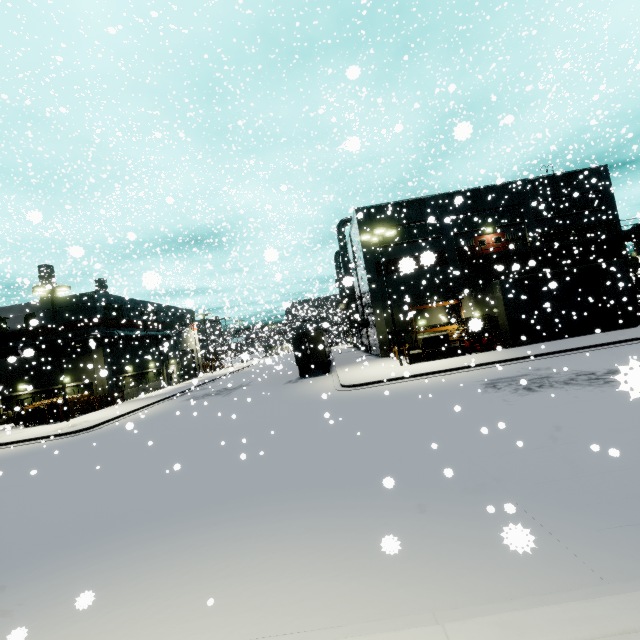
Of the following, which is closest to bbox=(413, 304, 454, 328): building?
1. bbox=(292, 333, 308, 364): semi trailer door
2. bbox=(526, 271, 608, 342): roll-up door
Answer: bbox=(526, 271, 608, 342): roll-up door

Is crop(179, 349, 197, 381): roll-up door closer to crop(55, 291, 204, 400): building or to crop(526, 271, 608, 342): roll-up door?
crop(55, 291, 204, 400): building

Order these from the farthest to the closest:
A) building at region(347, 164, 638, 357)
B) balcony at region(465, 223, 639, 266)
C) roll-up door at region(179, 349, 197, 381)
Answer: roll-up door at region(179, 349, 197, 381) → balcony at region(465, 223, 639, 266) → building at region(347, 164, 638, 357)

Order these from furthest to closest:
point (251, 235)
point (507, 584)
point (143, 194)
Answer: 1. point (251, 235)
2. point (143, 194)
3. point (507, 584)

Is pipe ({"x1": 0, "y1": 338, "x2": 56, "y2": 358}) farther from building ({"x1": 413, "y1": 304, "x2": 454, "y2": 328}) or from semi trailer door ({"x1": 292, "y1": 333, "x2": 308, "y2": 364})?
semi trailer door ({"x1": 292, "y1": 333, "x2": 308, "y2": 364})

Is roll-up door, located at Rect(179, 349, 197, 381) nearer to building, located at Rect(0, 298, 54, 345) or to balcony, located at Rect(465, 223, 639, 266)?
building, located at Rect(0, 298, 54, 345)

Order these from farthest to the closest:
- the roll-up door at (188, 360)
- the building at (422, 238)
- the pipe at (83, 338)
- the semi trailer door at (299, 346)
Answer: the roll-up door at (188, 360)
the pipe at (83, 338)
the semi trailer door at (299, 346)
the building at (422, 238)

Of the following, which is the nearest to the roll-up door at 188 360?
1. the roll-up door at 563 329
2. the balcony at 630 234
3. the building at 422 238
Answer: the building at 422 238
